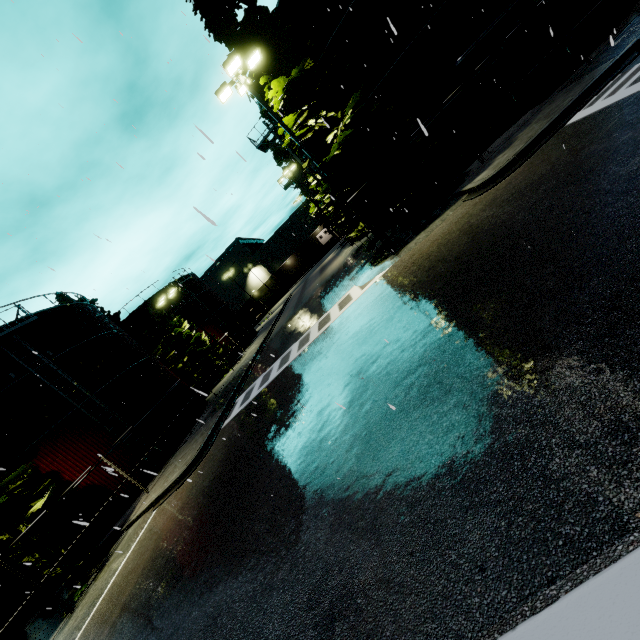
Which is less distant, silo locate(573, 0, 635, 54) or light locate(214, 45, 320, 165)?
light locate(214, 45, 320, 165)

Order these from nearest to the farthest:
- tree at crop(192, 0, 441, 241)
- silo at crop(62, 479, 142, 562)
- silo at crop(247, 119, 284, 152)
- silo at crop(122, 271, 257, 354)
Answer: tree at crop(192, 0, 441, 241) → silo at crop(62, 479, 142, 562) → silo at crop(247, 119, 284, 152) → silo at crop(122, 271, 257, 354)

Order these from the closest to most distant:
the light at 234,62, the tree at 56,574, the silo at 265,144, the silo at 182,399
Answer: the tree at 56,574 < the light at 234,62 < the silo at 182,399 < the silo at 265,144

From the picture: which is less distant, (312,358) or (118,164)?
(118,164)

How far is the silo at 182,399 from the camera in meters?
22.5

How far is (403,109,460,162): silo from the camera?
15.8m

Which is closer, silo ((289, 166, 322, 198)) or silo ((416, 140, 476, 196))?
silo ((416, 140, 476, 196))

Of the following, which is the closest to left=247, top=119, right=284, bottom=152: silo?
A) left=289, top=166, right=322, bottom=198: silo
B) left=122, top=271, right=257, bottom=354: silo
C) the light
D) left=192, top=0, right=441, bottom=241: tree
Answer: left=192, top=0, right=441, bottom=241: tree
